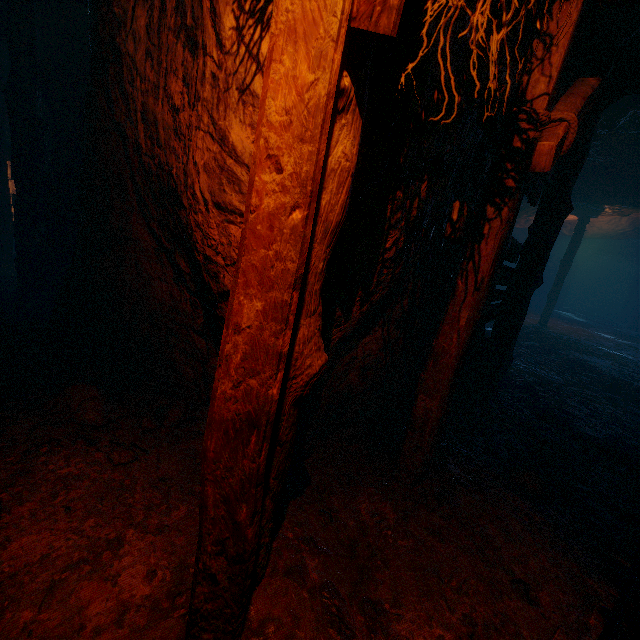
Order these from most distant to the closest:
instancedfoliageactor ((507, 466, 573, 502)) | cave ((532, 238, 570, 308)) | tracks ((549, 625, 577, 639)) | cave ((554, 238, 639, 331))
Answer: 1. cave ((532, 238, 570, 308))
2. cave ((554, 238, 639, 331))
3. instancedfoliageactor ((507, 466, 573, 502))
4. tracks ((549, 625, 577, 639))

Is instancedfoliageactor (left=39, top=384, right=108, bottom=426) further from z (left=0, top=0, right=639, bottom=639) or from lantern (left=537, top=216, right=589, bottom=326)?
lantern (left=537, top=216, right=589, bottom=326)

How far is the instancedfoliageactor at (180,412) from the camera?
2.9 meters

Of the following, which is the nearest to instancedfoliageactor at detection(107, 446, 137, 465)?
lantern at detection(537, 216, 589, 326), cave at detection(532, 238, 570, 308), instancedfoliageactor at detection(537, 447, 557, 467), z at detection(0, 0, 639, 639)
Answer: z at detection(0, 0, 639, 639)

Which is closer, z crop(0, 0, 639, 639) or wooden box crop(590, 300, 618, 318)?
z crop(0, 0, 639, 639)

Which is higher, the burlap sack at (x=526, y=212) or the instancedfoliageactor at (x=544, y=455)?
the burlap sack at (x=526, y=212)

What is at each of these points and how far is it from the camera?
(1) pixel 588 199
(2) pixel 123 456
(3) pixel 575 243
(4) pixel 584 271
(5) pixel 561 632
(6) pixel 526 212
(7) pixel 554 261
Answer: (1) burlap sack, 9.92m
(2) instancedfoliageactor, 2.41m
(3) lantern, 13.37m
(4) cave, 28.56m
(5) tracks, 1.86m
(6) burlap sack, 13.70m
(7) cave, 22.23m

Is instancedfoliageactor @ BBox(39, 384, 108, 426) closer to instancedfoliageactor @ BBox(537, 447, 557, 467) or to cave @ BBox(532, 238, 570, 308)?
instancedfoliageactor @ BBox(537, 447, 557, 467)
